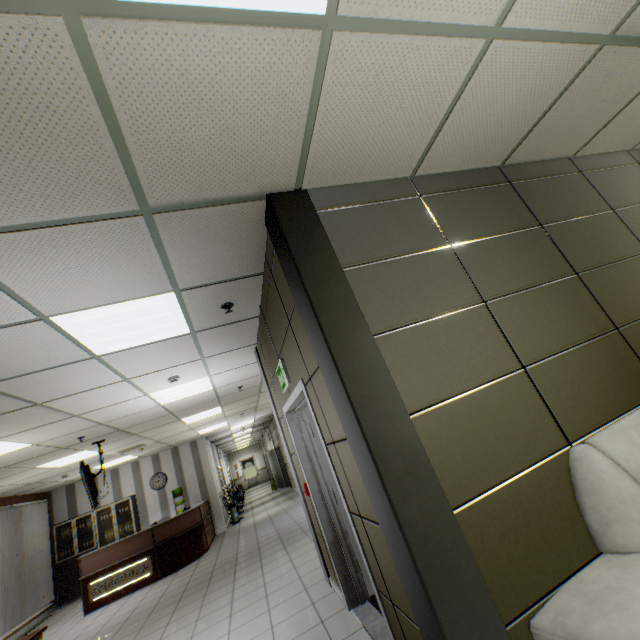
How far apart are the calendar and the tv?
4.91m

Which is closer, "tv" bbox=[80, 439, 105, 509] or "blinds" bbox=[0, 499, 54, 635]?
"tv" bbox=[80, 439, 105, 509]

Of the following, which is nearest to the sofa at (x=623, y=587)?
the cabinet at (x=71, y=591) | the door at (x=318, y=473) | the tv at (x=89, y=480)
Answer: the door at (x=318, y=473)

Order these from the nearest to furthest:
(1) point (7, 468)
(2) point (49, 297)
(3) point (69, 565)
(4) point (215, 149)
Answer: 1. (4) point (215, 149)
2. (2) point (49, 297)
3. (1) point (7, 468)
4. (3) point (69, 565)

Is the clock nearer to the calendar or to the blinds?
the calendar

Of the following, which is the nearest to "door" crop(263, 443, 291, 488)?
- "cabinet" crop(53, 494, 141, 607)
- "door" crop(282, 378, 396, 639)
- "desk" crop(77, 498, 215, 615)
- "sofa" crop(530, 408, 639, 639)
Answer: "desk" crop(77, 498, 215, 615)

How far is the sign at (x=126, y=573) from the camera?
7.5m

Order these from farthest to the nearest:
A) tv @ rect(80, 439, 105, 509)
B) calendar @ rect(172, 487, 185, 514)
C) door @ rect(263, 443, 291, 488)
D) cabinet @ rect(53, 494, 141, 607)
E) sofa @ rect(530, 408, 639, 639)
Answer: door @ rect(263, 443, 291, 488)
calendar @ rect(172, 487, 185, 514)
cabinet @ rect(53, 494, 141, 607)
tv @ rect(80, 439, 105, 509)
sofa @ rect(530, 408, 639, 639)
